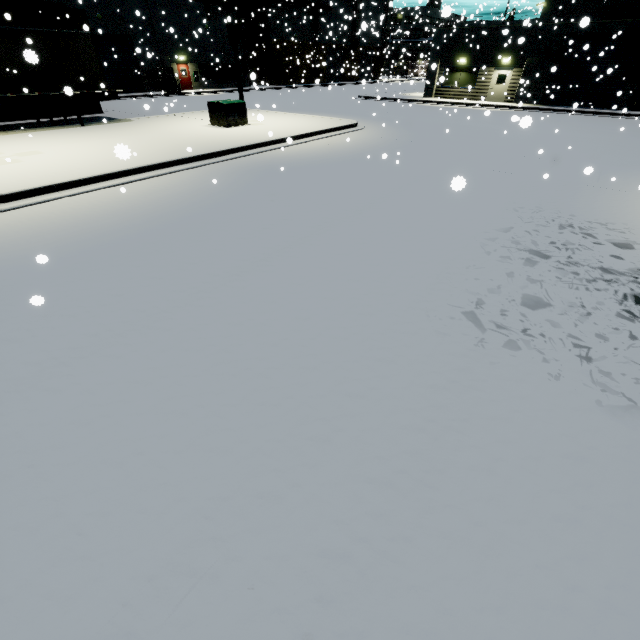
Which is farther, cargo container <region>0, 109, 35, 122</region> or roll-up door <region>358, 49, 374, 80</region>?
roll-up door <region>358, 49, 374, 80</region>

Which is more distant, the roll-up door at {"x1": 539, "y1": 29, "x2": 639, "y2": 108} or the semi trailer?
the roll-up door at {"x1": 539, "y1": 29, "x2": 639, "y2": 108}

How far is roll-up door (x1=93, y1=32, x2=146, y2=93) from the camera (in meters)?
29.44

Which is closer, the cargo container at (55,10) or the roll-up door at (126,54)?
the cargo container at (55,10)

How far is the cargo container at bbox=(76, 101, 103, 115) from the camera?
20.72m

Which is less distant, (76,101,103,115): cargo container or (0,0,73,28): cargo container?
(0,0,73,28): cargo container

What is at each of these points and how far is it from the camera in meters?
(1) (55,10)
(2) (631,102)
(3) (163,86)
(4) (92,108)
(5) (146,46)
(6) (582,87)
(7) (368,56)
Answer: (1) cargo container, 18.9 m
(2) building, 23.1 m
(3) forklift, 33.0 m
(4) cargo container, 21.2 m
(5) building, 31.8 m
(6) roll-up door, 24.4 m
(7) roll-up door, 59.2 m

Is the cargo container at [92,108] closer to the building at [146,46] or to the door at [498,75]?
the building at [146,46]
